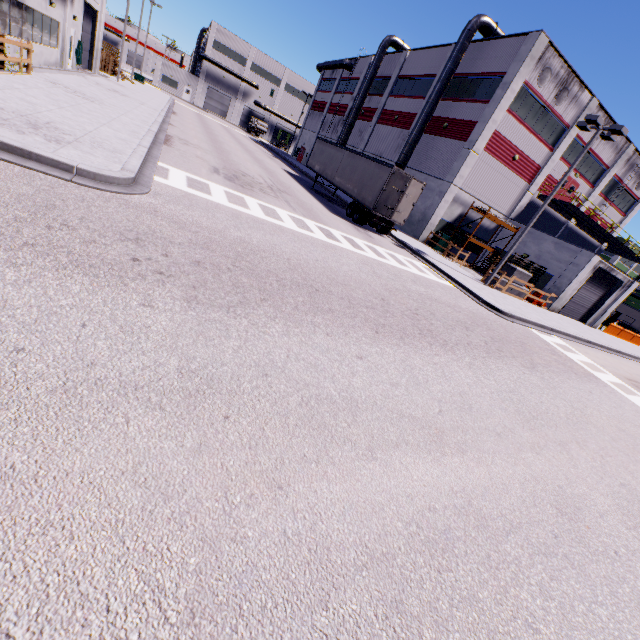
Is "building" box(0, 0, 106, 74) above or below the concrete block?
below

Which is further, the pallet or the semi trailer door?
the pallet

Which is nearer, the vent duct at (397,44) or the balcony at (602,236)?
the balcony at (602,236)

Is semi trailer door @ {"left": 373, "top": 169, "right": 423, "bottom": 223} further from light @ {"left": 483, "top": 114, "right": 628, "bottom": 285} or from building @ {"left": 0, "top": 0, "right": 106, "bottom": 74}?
light @ {"left": 483, "top": 114, "right": 628, "bottom": 285}

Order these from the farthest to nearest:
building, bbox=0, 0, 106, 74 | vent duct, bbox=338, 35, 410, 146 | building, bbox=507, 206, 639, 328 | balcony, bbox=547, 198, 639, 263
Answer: vent duct, bbox=338, 35, 410, 146
balcony, bbox=547, 198, 639, 263
building, bbox=507, 206, 639, 328
building, bbox=0, 0, 106, 74

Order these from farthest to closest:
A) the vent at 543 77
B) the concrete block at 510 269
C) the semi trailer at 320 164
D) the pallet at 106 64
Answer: the pallet at 106 64 → the vent at 543 77 → the concrete block at 510 269 → the semi trailer at 320 164

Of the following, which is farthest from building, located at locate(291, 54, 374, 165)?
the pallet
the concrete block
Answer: the concrete block

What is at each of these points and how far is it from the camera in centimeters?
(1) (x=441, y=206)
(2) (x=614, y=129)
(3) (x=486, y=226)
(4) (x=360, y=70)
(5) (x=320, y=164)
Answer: (1) building, 2578cm
(2) light, 1620cm
(3) building, 2886cm
(4) building, 4141cm
(5) semi trailer, 2853cm
